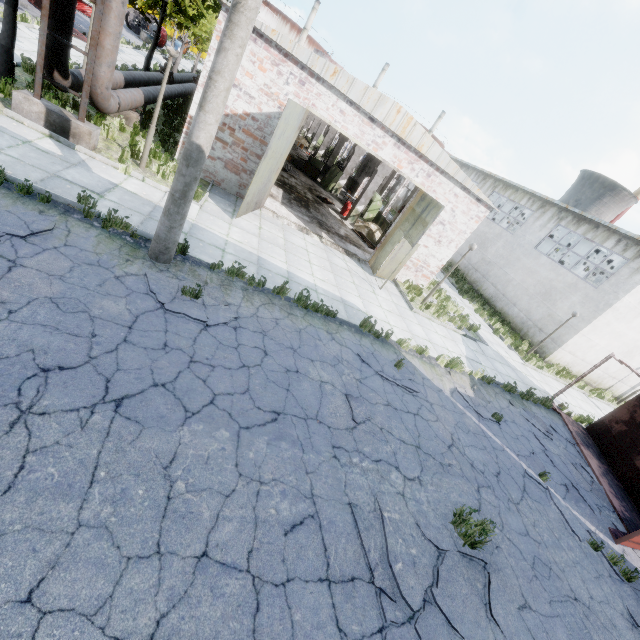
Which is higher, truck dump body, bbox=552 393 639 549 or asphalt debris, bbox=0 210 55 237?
truck dump body, bbox=552 393 639 549

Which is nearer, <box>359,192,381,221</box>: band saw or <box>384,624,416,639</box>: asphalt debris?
<box>384,624,416,639</box>: asphalt debris

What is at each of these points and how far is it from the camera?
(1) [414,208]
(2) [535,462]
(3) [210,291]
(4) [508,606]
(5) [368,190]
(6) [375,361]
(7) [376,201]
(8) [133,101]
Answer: (1) door, 13.3m
(2) asphalt debris, 9.1m
(3) asphalt debris, 7.0m
(4) asphalt debris, 5.0m
(5) column beam, 18.7m
(6) asphalt debris, 8.6m
(7) band saw, 22.4m
(8) pipe, 11.1m

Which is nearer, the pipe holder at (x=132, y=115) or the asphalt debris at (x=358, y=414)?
the asphalt debris at (x=358, y=414)

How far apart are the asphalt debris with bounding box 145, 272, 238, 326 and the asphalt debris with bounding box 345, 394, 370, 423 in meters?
2.8

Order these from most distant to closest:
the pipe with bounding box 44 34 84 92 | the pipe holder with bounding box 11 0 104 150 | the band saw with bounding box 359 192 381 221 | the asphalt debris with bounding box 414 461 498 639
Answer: the band saw with bounding box 359 192 381 221
the pipe with bounding box 44 34 84 92
the pipe holder with bounding box 11 0 104 150
the asphalt debris with bounding box 414 461 498 639

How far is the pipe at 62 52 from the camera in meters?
8.1 m

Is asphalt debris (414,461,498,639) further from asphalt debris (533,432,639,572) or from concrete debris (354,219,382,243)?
concrete debris (354,219,382,243)
